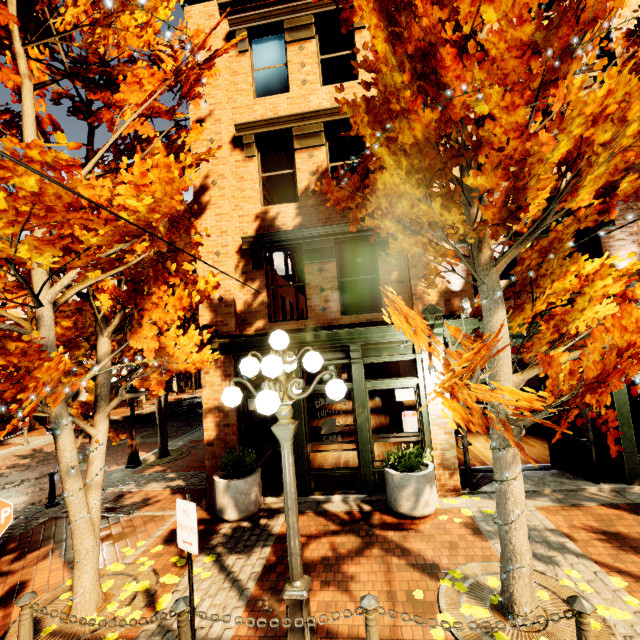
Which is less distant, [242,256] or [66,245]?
[242,256]

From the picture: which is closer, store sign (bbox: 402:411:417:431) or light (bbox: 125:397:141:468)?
store sign (bbox: 402:411:417:431)

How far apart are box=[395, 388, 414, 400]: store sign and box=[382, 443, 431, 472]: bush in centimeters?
104cm

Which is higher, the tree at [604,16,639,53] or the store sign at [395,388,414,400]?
the tree at [604,16,639,53]

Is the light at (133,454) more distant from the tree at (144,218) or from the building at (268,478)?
the building at (268,478)

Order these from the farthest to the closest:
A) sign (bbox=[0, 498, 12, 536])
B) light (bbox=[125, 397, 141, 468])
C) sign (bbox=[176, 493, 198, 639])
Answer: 1. light (bbox=[125, 397, 141, 468])
2. sign (bbox=[0, 498, 12, 536])
3. sign (bbox=[176, 493, 198, 639])

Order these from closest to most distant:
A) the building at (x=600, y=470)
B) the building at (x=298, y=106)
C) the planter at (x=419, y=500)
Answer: the planter at (x=419, y=500) < the building at (x=600, y=470) < the building at (x=298, y=106)

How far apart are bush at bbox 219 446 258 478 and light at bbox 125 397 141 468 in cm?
549
